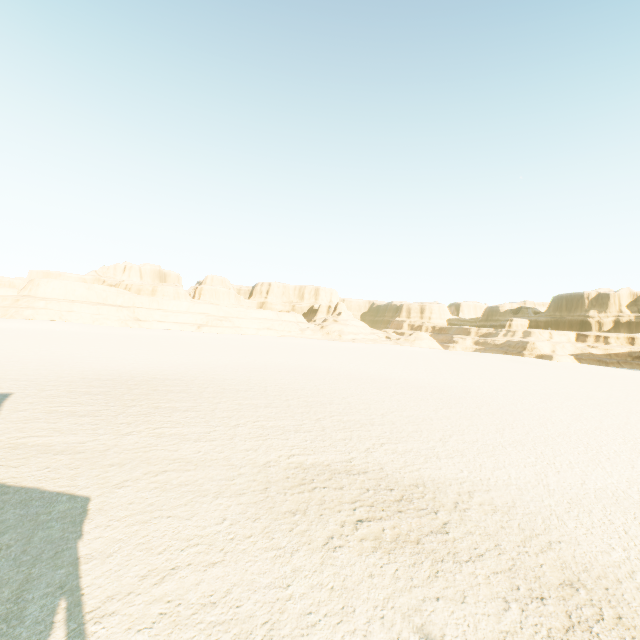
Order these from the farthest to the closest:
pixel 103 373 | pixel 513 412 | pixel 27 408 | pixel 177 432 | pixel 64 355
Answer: pixel 64 355
pixel 103 373
pixel 513 412
pixel 27 408
pixel 177 432
